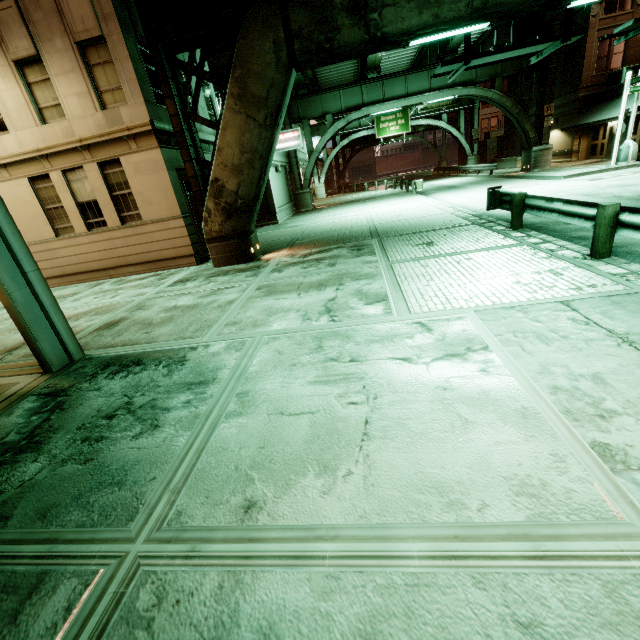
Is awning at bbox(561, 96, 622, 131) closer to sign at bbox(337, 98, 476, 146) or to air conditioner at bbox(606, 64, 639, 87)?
air conditioner at bbox(606, 64, 639, 87)

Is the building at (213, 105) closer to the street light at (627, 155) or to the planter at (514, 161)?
the street light at (627, 155)

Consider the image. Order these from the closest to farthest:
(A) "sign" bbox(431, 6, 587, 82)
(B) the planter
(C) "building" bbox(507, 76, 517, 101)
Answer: (A) "sign" bbox(431, 6, 587, 82) < (B) the planter < (C) "building" bbox(507, 76, 517, 101)

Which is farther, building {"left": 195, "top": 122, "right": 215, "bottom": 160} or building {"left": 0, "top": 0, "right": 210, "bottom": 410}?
building {"left": 195, "top": 122, "right": 215, "bottom": 160}

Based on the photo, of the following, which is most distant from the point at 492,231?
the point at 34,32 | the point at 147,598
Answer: the point at 34,32

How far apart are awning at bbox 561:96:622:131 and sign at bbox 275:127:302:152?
20.64m

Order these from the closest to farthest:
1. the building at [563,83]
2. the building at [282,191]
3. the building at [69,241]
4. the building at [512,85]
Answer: the building at [69,241], the building at [282,191], the building at [563,83], the building at [512,85]

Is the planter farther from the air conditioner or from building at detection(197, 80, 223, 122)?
building at detection(197, 80, 223, 122)
